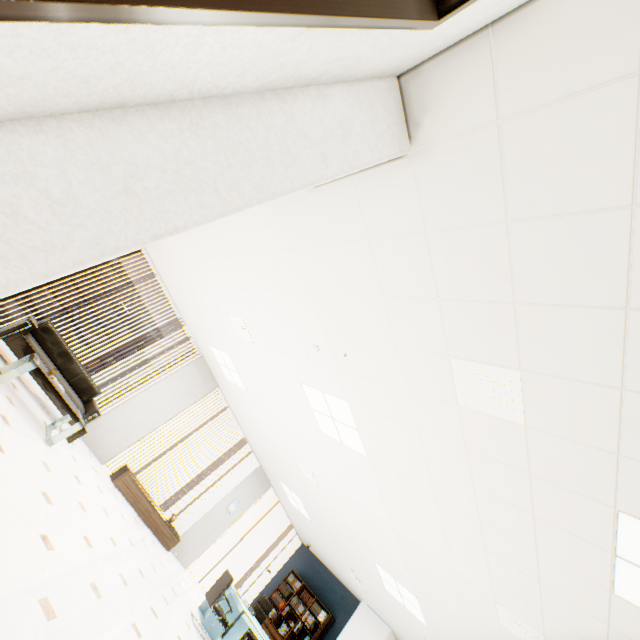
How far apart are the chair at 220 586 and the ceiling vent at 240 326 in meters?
4.7 m

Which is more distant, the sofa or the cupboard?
the cupboard

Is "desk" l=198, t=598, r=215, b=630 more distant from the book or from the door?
the door

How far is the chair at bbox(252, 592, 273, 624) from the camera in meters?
8.2

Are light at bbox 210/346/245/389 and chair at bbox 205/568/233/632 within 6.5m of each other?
yes

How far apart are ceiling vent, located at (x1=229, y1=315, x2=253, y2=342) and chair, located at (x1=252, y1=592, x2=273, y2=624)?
7.3m

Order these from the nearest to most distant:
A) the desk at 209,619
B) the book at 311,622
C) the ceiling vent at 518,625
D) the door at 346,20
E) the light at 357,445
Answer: the door at 346,20 < the ceiling vent at 518,625 < the light at 357,445 < the desk at 209,619 < the book at 311,622

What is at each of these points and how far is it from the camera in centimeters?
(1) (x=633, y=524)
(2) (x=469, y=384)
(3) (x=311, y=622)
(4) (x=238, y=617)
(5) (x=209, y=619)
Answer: (1) light, 210cm
(2) ceiling vent, 251cm
(3) book, 883cm
(4) desk, 569cm
(5) desk, 641cm
